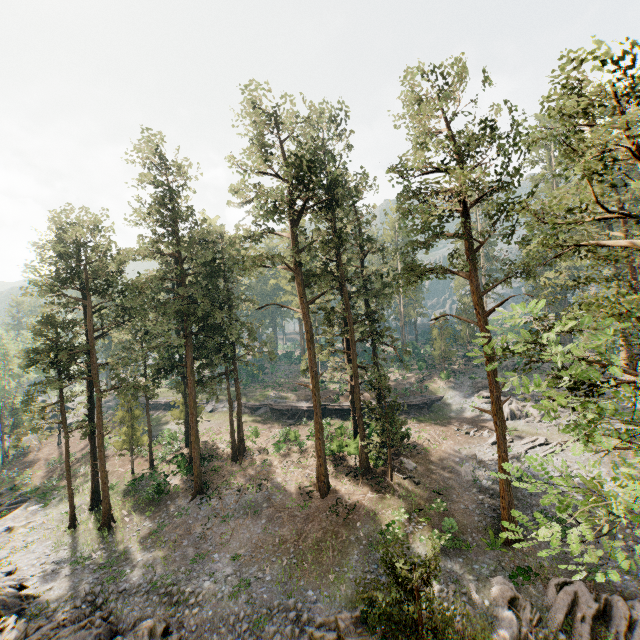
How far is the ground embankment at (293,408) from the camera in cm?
4234

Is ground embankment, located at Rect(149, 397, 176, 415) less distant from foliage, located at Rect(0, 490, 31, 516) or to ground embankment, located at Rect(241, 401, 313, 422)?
ground embankment, located at Rect(241, 401, 313, 422)

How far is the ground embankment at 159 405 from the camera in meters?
52.0

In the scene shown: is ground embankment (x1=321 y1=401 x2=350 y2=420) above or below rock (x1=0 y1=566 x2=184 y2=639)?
above

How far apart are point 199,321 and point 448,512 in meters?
24.5 m

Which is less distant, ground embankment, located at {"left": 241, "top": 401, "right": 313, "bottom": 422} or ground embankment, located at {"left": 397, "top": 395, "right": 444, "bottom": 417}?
ground embankment, located at {"left": 397, "top": 395, "right": 444, "bottom": 417}

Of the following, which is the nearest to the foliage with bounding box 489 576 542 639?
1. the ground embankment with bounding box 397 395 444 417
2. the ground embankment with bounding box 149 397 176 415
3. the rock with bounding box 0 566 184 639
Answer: the ground embankment with bounding box 397 395 444 417
